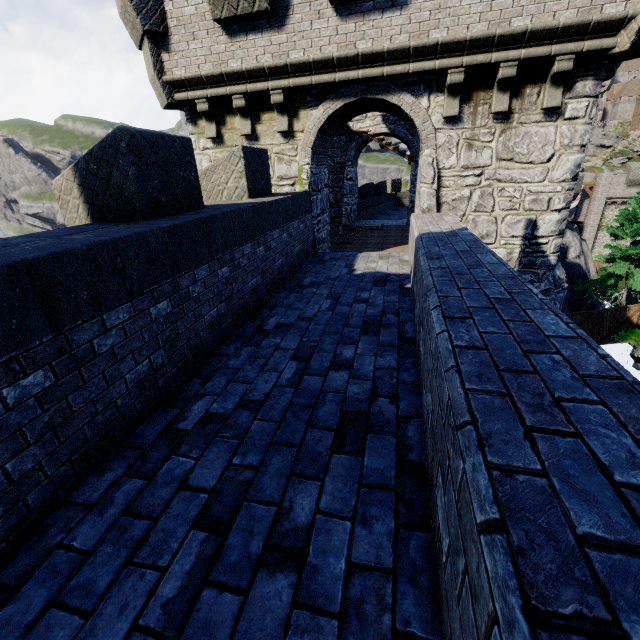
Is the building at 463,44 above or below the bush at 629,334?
above

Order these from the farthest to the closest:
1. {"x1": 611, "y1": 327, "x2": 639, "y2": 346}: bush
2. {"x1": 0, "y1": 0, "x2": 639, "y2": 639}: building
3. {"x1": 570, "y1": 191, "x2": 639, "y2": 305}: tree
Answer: {"x1": 570, "y1": 191, "x2": 639, "y2": 305}: tree
{"x1": 611, "y1": 327, "x2": 639, "y2": 346}: bush
{"x1": 0, "y1": 0, "x2": 639, "y2": 639}: building

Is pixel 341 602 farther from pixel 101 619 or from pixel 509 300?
pixel 509 300

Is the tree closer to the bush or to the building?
the bush

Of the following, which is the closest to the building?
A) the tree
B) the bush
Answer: the bush

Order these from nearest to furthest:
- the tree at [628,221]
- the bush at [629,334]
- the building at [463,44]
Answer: the building at [463,44] → the bush at [629,334] → the tree at [628,221]
